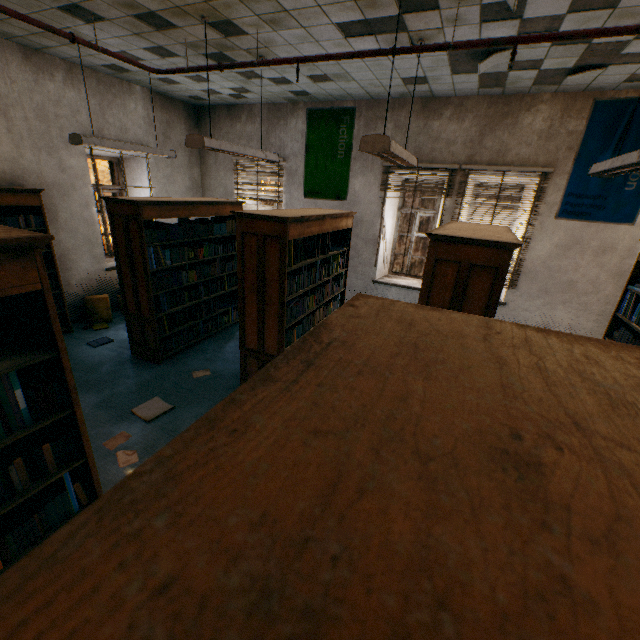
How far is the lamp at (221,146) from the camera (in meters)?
3.40

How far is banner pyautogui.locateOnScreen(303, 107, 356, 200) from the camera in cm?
588

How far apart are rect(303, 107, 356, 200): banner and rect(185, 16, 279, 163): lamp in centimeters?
181cm

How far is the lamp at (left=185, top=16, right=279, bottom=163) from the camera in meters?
3.4 m

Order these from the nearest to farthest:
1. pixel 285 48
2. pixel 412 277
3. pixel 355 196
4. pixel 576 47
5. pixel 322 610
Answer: pixel 322 610, pixel 576 47, pixel 285 48, pixel 355 196, pixel 412 277

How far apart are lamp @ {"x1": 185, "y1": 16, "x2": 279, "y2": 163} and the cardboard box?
3.5 meters

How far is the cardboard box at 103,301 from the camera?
5.6 meters

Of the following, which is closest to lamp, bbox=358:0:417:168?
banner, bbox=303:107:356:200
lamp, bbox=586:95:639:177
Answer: lamp, bbox=586:95:639:177
